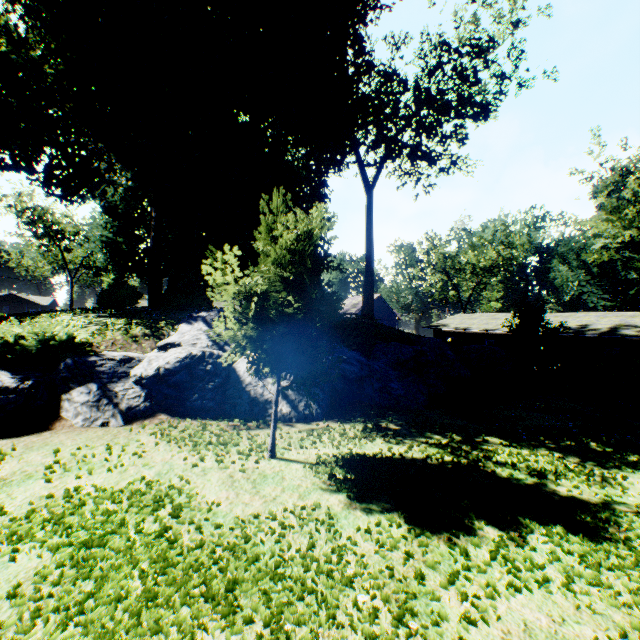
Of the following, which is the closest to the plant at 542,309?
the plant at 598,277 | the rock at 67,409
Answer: the plant at 598,277

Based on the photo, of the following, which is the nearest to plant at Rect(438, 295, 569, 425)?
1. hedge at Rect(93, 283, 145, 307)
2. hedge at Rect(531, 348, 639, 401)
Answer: hedge at Rect(93, 283, 145, 307)

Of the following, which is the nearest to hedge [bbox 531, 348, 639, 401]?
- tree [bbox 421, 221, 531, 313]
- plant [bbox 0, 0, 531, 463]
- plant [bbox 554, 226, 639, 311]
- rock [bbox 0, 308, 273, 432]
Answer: plant [bbox 554, 226, 639, 311]

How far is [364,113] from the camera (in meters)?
22.48

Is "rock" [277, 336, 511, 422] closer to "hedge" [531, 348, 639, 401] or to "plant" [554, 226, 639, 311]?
"hedge" [531, 348, 639, 401]

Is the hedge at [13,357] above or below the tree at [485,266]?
below

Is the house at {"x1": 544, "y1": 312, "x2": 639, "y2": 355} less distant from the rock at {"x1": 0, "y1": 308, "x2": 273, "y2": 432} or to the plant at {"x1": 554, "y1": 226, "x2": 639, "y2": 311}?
the rock at {"x1": 0, "y1": 308, "x2": 273, "y2": 432}

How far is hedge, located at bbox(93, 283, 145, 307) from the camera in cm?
1672
